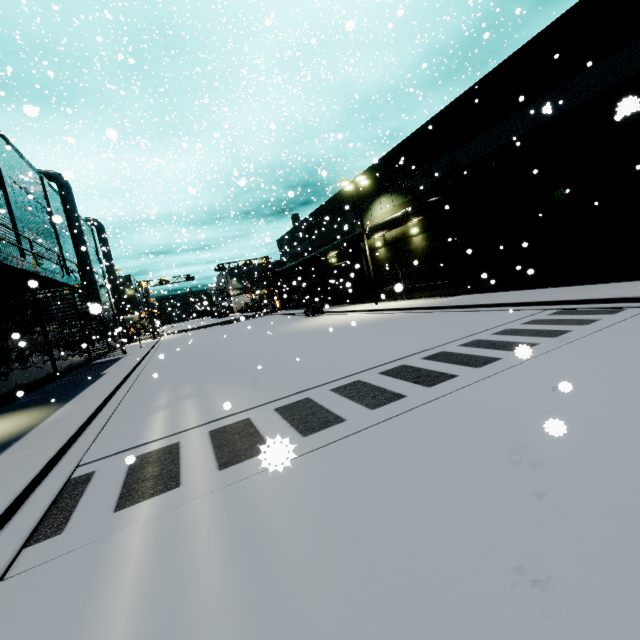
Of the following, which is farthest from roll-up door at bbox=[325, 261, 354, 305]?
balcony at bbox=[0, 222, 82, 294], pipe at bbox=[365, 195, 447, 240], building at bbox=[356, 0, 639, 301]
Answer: balcony at bbox=[0, 222, 82, 294]

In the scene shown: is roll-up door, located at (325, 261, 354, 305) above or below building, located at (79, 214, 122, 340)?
below

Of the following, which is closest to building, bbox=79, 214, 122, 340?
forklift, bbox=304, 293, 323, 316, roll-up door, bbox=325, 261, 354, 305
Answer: roll-up door, bbox=325, 261, 354, 305

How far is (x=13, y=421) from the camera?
9.9 meters

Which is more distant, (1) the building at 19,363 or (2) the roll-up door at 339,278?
(2) the roll-up door at 339,278

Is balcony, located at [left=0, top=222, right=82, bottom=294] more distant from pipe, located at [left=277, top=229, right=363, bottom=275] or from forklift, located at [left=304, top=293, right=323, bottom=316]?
forklift, located at [left=304, top=293, right=323, bottom=316]

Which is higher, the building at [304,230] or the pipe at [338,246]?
the building at [304,230]

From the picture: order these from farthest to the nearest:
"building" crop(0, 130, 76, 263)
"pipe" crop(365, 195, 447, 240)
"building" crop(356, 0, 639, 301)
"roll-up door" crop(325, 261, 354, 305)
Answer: "roll-up door" crop(325, 261, 354, 305) < "pipe" crop(365, 195, 447, 240) < "building" crop(0, 130, 76, 263) < "building" crop(356, 0, 639, 301)
